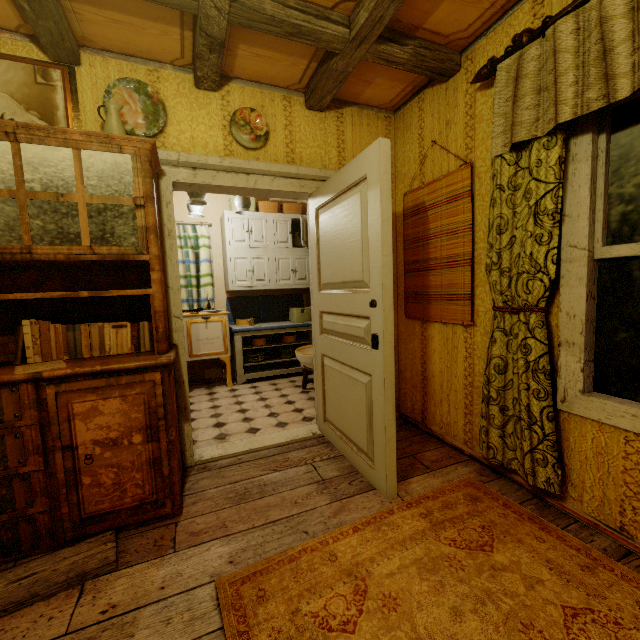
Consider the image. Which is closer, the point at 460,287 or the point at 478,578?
the point at 478,578

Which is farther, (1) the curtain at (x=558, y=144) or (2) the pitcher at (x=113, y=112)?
(2) the pitcher at (x=113, y=112)

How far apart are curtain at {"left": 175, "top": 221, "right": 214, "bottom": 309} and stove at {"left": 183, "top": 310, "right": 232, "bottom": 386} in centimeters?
8cm

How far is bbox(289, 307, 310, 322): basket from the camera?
5.0m

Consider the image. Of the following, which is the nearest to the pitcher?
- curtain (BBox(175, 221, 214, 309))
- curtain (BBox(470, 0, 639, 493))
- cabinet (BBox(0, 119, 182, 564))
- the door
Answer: cabinet (BBox(0, 119, 182, 564))

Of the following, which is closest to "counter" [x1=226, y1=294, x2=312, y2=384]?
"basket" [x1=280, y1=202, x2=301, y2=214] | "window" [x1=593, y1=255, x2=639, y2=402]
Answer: "basket" [x1=280, y1=202, x2=301, y2=214]

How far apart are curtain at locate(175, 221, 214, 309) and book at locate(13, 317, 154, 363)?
2.6 meters

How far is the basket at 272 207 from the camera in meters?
4.7 m
